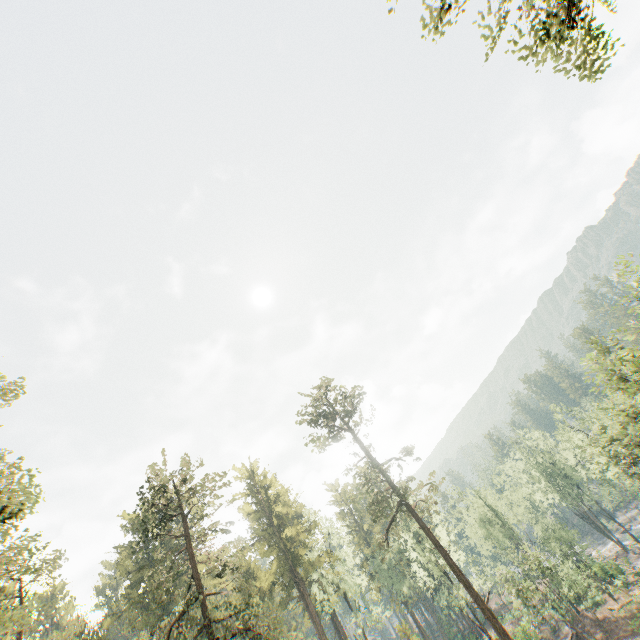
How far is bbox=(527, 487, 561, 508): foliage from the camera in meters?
57.1 m

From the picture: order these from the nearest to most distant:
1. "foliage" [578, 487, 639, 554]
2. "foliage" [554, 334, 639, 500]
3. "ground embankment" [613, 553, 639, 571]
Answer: "foliage" [554, 334, 639, 500] < "ground embankment" [613, 553, 639, 571] < "foliage" [578, 487, 639, 554]

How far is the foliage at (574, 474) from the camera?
56.47m

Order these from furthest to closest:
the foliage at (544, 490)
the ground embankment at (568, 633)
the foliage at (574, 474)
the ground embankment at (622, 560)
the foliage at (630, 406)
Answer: the foliage at (544, 490) → the foliage at (574, 474) → the ground embankment at (622, 560) → the ground embankment at (568, 633) → the foliage at (630, 406)

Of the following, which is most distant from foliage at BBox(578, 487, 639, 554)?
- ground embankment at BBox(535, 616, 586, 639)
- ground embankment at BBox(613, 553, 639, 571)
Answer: ground embankment at BBox(535, 616, 586, 639)

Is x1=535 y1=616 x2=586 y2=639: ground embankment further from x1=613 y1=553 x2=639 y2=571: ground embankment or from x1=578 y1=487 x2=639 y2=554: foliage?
x1=613 y1=553 x2=639 y2=571: ground embankment

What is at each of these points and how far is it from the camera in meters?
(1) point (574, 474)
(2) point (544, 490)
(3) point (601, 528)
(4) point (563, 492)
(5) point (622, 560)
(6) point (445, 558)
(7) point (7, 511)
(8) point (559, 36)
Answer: (1) foliage, 56.5
(2) foliage, 59.3
(3) foliage, 55.6
(4) foliage, 59.7
(5) ground embankment, 45.6
(6) foliage, 32.0
(7) foliage, 14.2
(8) foliage, 10.1

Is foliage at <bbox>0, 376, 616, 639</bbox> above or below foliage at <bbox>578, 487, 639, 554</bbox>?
above
